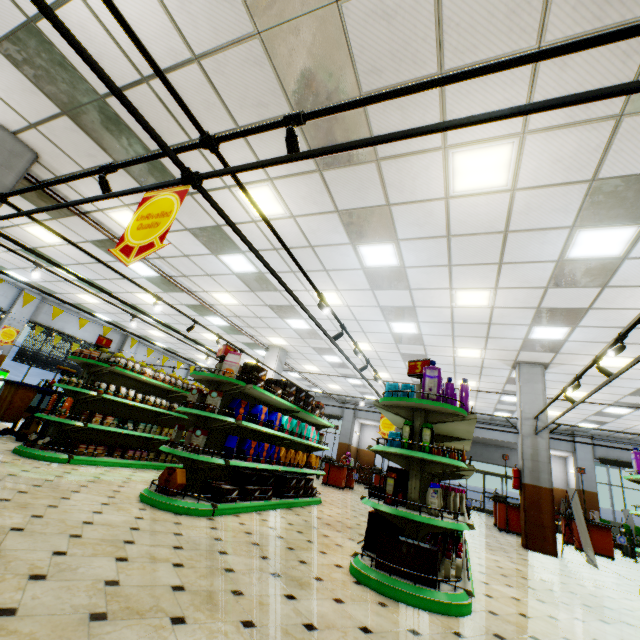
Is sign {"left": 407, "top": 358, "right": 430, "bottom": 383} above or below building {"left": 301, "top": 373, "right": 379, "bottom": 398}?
below

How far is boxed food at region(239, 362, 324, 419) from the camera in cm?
566

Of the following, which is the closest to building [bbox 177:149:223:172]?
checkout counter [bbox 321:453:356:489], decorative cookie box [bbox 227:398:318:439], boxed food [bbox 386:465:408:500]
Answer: checkout counter [bbox 321:453:356:489]

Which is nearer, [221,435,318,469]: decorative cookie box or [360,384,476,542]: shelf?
[360,384,476,542]: shelf

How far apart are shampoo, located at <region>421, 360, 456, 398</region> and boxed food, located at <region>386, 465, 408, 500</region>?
1.4 meters

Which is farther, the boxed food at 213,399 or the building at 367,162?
the boxed food at 213,399

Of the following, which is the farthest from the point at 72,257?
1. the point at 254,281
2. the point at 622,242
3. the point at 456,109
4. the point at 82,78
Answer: the point at 622,242

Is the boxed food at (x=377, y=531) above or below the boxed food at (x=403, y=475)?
below
